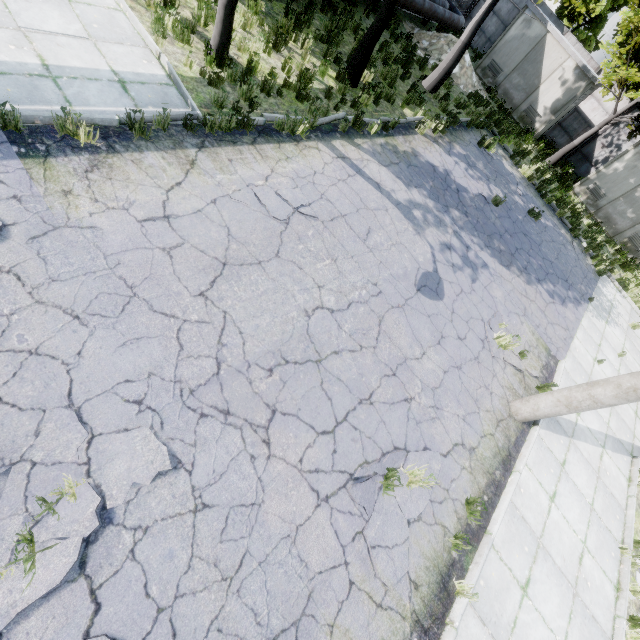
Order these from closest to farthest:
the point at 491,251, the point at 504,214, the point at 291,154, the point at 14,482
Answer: the point at 14,482, the point at 291,154, the point at 491,251, the point at 504,214

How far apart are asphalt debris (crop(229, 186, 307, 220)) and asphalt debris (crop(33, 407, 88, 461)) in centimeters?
399cm

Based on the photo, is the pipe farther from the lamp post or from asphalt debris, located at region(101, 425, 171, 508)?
the lamp post

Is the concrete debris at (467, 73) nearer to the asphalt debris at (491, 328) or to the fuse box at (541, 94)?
the fuse box at (541, 94)

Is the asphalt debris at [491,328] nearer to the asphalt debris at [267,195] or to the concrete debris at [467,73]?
the asphalt debris at [267,195]

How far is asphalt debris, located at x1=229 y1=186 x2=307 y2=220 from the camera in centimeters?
588cm

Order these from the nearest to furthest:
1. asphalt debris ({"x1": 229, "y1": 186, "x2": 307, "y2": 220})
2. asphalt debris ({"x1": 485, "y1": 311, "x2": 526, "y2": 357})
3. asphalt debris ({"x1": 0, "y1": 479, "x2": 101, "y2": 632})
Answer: asphalt debris ({"x1": 0, "y1": 479, "x2": 101, "y2": 632}) < asphalt debris ({"x1": 229, "y1": 186, "x2": 307, "y2": 220}) < asphalt debris ({"x1": 485, "y1": 311, "x2": 526, "y2": 357})

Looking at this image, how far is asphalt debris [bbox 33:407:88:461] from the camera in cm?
321
